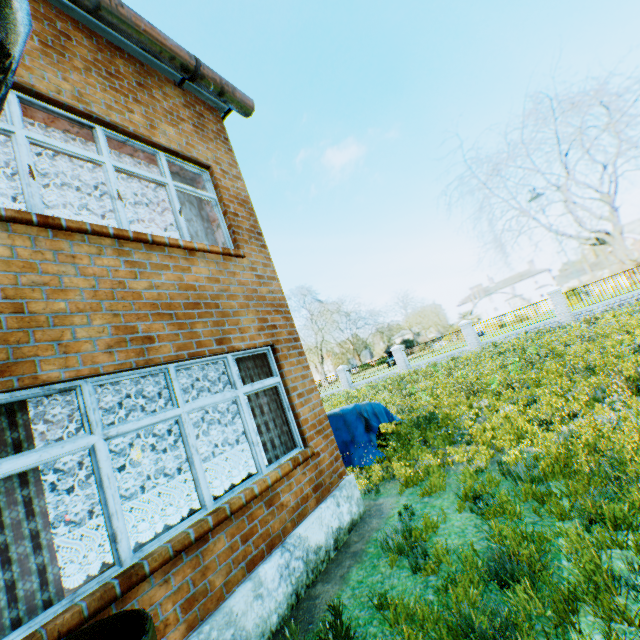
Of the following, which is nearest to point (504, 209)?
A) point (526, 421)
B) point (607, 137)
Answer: point (607, 137)

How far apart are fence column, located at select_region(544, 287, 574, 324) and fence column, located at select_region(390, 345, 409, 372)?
10.4 meters

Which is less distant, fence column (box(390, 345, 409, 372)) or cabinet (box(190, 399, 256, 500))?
cabinet (box(190, 399, 256, 500))

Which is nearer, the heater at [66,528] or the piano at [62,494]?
the heater at [66,528]

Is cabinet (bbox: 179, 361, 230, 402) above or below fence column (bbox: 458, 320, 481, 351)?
above

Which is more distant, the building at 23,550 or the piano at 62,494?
the piano at 62,494

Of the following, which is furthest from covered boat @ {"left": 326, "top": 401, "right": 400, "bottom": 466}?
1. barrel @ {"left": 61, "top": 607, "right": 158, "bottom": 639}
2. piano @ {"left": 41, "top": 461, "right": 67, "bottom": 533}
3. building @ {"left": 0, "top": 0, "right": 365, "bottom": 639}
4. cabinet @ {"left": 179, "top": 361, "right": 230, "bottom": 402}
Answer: barrel @ {"left": 61, "top": 607, "right": 158, "bottom": 639}

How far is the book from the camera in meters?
7.6
